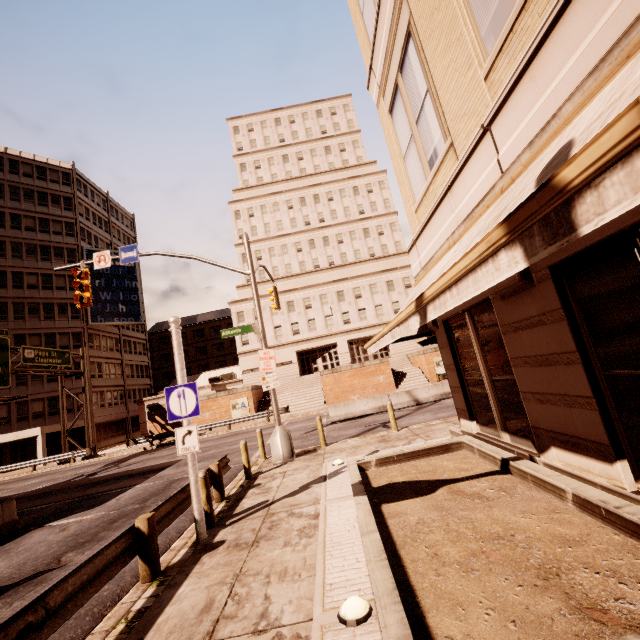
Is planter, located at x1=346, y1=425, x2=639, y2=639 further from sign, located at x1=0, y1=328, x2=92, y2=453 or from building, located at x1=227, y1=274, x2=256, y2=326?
building, located at x1=227, y1=274, x2=256, y2=326

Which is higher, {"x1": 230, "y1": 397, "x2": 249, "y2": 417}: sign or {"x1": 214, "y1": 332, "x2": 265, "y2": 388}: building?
{"x1": 214, "y1": 332, "x2": 265, "y2": 388}: building

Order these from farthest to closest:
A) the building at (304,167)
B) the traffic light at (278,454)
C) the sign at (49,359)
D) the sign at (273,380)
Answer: the sign at (49,359), the sign at (273,380), the traffic light at (278,454), the building at (304,167)

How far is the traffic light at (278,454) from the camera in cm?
1173

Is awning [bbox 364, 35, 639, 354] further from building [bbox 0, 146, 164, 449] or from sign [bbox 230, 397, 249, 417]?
building [bbox 0, 146, 164, 449]

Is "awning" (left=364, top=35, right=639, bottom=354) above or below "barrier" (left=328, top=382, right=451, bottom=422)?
above

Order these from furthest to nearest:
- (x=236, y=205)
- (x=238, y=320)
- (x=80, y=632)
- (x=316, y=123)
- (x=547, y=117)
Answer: (x=316, y=123) → (x=236, y=205) → (x=238, y=320) → (x=80, y=632) → (x=547, y=117)

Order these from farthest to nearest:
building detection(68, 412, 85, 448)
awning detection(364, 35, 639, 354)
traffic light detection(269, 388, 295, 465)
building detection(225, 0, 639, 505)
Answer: building detection(68, 412, 85, 448) < traffic light detection(269, 388, 295, 465) < building detection(225, 0, 639, 505) < awning detection(364, 35, 639, 354)
